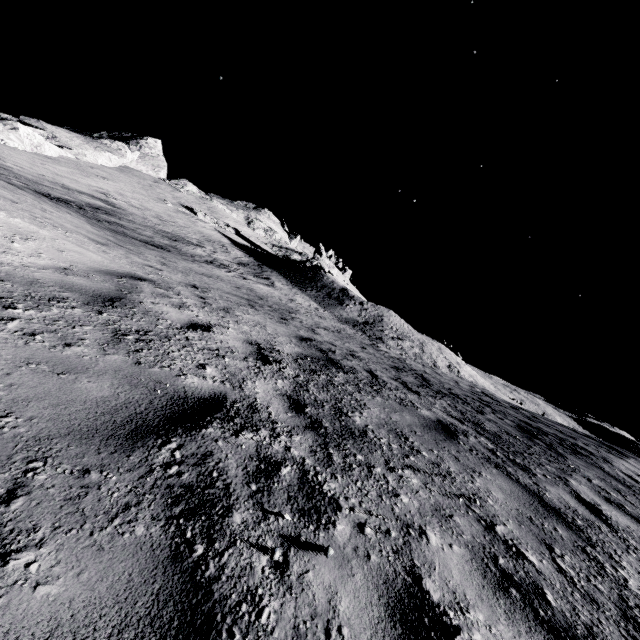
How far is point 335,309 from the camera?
24.2m
